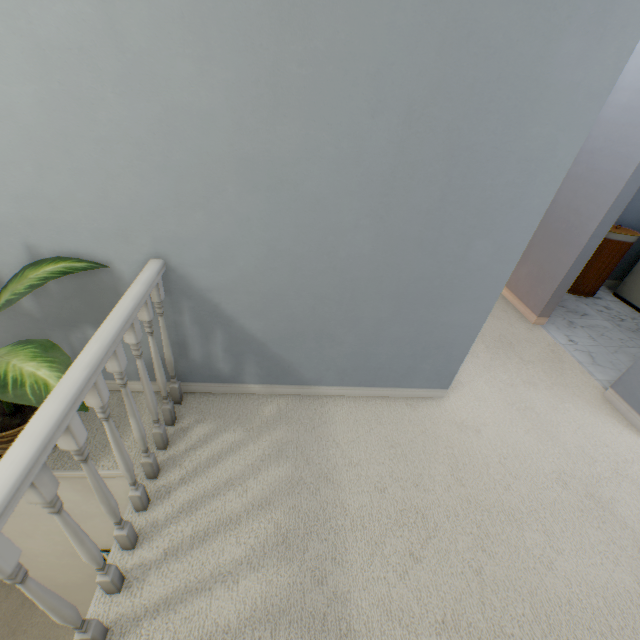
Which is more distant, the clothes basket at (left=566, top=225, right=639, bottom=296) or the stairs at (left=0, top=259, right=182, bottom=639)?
the clothes basket at (left=566, top=225, right=639, bottom=296)

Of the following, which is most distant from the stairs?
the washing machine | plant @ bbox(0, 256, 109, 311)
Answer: the washing machine

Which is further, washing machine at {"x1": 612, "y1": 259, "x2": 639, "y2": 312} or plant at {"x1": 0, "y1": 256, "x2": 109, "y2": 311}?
washing machine at {"x1": 612, "y1": 259, "x2": 639, "y2": 312}

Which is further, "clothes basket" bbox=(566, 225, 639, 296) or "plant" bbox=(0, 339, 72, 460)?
"clothes basket" bbox=(566, 225, 639, 296)

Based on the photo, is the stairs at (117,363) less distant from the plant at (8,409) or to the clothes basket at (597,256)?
the plant at (8,409)

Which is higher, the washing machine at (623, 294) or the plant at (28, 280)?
the plant at (28, 280)

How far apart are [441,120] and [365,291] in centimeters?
70cm

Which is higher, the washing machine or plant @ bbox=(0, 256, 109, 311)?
plant @ bbox=(0, 256, 109, 311)
